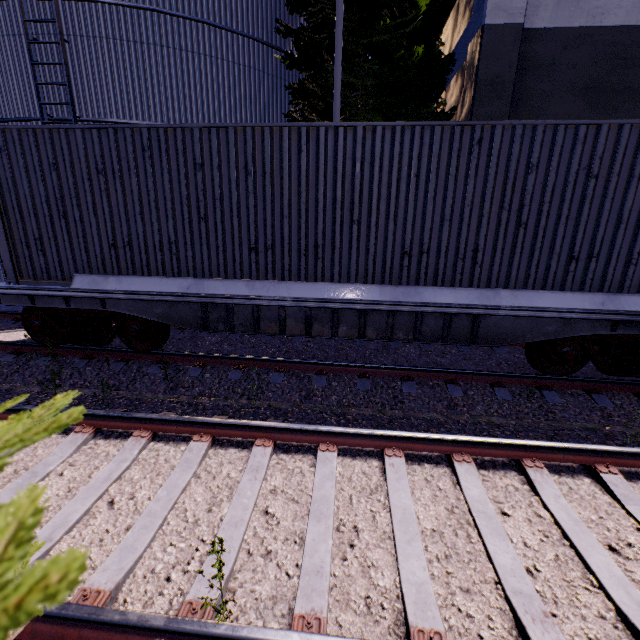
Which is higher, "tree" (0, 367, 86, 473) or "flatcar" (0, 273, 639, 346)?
"tree" (0, 367, 86, 473)

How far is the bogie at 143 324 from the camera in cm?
595

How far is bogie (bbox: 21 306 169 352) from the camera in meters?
5.9

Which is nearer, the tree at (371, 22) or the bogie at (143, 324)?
the bogie at (143, 324)

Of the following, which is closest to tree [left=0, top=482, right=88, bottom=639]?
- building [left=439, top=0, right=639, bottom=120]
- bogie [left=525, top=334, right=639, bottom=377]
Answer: building [left=439, top=0, right=639, bottom=120]

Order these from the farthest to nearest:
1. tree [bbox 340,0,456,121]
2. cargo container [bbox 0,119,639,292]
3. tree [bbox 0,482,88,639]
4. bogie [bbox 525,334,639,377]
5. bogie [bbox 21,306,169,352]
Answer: tree [bbox 340,0,456,121], bogie [bbox 21,306,169,352], bogie [bbox 525,334,639,377], cargo container [bbox 0,119,639,292], tree [bbox 0,482,88,639]

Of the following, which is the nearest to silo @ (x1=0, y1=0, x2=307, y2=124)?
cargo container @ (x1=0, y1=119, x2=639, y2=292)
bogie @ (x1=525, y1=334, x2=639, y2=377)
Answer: cargo container @ (x1=0, y1=119, x2=639, y2=292)

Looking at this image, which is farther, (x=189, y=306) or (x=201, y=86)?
(x=201, y=86)
